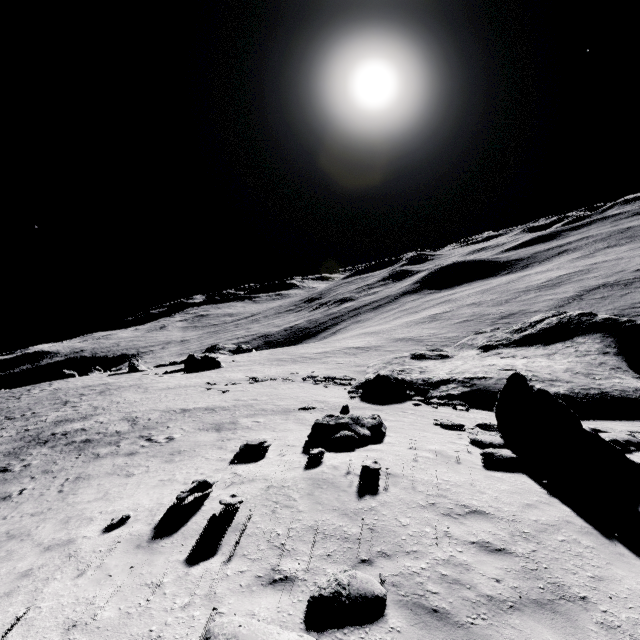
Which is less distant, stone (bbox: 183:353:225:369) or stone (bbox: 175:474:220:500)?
stone (bbox: 175:474:220:500)

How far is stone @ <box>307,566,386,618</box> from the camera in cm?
452

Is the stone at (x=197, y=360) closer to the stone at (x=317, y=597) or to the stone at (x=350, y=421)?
the stone at (x=350, y=421)

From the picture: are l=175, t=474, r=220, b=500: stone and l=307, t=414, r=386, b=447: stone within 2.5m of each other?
no

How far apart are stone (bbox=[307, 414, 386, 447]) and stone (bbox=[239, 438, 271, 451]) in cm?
147

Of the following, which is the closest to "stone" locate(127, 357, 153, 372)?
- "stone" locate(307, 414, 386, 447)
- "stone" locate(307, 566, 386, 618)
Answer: "stone" locate(307, 414, 386, 447)

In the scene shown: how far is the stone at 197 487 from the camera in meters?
7.9 m

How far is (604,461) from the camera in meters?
9.0 m
